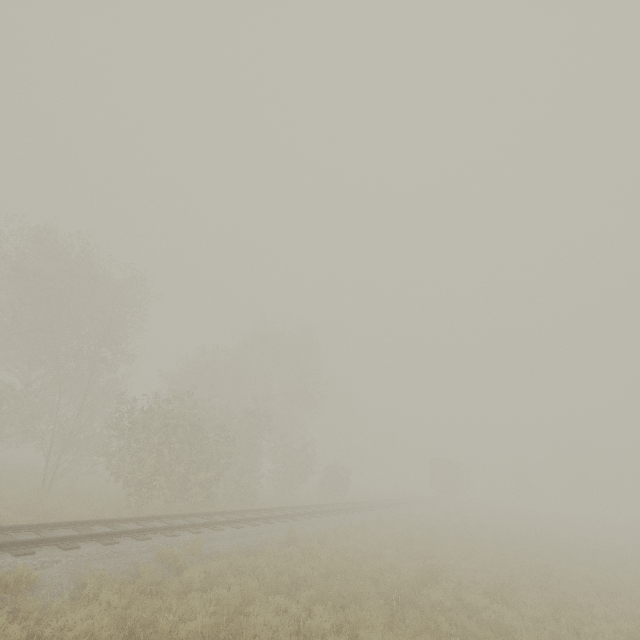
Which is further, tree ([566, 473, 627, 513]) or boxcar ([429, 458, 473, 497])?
tree ([566, 473, 627, 513])

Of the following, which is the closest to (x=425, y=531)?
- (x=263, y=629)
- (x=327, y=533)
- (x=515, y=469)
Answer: (x=327, y=533)

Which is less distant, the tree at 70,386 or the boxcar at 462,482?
the tree at 70,386

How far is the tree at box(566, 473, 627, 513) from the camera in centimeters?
5694cm

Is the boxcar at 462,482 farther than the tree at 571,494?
No

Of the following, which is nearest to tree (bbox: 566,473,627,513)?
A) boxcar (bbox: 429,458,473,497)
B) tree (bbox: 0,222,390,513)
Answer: boxcar (bbox: 429,458,473,497)

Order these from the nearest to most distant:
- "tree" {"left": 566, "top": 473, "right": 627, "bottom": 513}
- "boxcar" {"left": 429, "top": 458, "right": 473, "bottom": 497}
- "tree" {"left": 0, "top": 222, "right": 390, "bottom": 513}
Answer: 1. "tree" {"left": 0, "top": 222, "right": 390, "bottom": 513}
2. "boxcar" {"left": 429, "top": 458, "right": 473, "bottom": 497}
3. "tree" {"left": 566, "top": 473, "right": 627, "bottom": 513}

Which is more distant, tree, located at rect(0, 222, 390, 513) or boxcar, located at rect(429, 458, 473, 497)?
boxcar, located at rect(429, 458, 473, 497)
